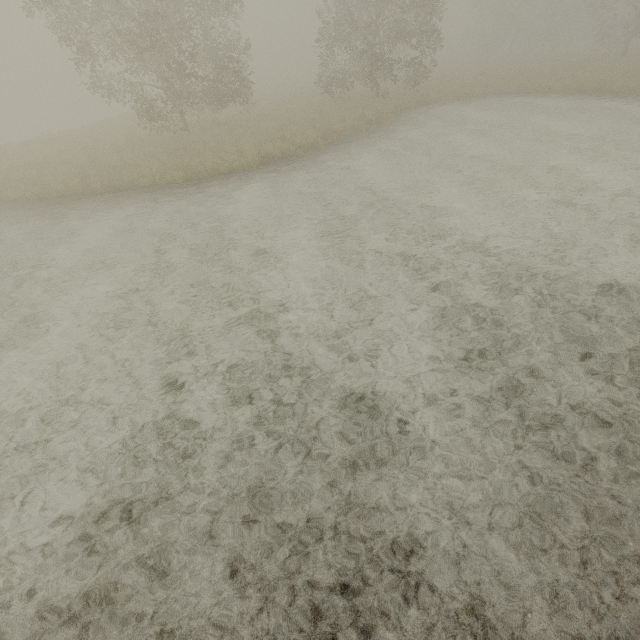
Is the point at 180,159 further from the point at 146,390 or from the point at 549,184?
the point at 549,184
